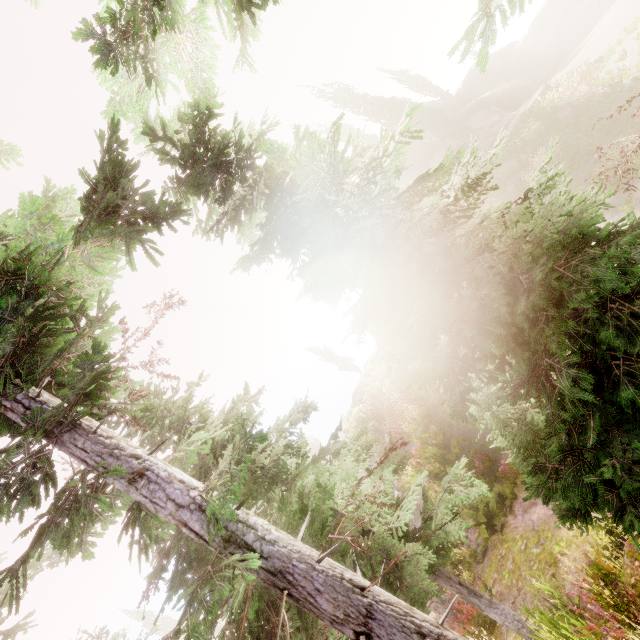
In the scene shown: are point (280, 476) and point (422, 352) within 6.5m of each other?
yes

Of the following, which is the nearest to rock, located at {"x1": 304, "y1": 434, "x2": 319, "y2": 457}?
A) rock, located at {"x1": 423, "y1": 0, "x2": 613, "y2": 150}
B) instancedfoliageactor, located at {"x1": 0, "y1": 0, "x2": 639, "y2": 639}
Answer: instancedfoliageactor, located at {"x1": 0, "y1": 0, "x2": 639, "y2": 639}

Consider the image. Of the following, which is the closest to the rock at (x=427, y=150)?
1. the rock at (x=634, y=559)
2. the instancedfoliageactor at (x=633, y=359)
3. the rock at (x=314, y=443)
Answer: the instancedfoliageactor at (x=633, y=359)

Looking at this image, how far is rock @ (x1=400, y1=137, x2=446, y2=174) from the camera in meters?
41.7

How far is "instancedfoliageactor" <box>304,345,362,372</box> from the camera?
46.6m

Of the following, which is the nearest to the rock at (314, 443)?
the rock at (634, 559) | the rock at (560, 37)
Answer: the rock at (560, 37)

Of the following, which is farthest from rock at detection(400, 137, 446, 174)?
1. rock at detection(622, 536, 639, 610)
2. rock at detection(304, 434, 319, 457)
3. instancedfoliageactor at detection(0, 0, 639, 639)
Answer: rock at detection(304, 434, 319, 457)

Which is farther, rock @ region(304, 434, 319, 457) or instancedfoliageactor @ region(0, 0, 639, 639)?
rock @ region(304, 434, 319, 457)
